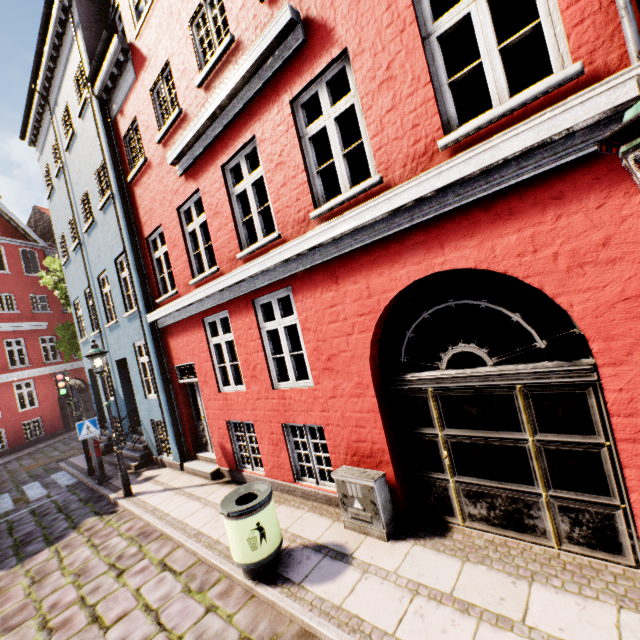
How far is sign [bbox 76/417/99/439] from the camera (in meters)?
9.03

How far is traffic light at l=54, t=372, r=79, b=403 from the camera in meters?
10.2 m

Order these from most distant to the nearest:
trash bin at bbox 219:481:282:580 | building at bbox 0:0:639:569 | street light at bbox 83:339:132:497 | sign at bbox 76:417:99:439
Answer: sign at bbox 76:417:99:439 < street light at bbox 83:339:132:497 < trash bin at bbox 219:481:282:580 < building at bbox 0:0:639:569

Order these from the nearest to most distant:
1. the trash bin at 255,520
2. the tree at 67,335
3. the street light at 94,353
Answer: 1. the trash bin at 255,520
2. the street light at 94,353
3. the tree at 67,335

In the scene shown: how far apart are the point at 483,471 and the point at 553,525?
0.8 meters

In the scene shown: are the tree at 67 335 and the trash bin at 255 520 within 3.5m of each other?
no

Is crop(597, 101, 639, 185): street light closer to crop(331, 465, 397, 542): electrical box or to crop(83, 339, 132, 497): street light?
crop(331, 465, 397, 542): electrical box

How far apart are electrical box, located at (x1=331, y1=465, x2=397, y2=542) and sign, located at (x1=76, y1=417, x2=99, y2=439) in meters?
8.1 m
